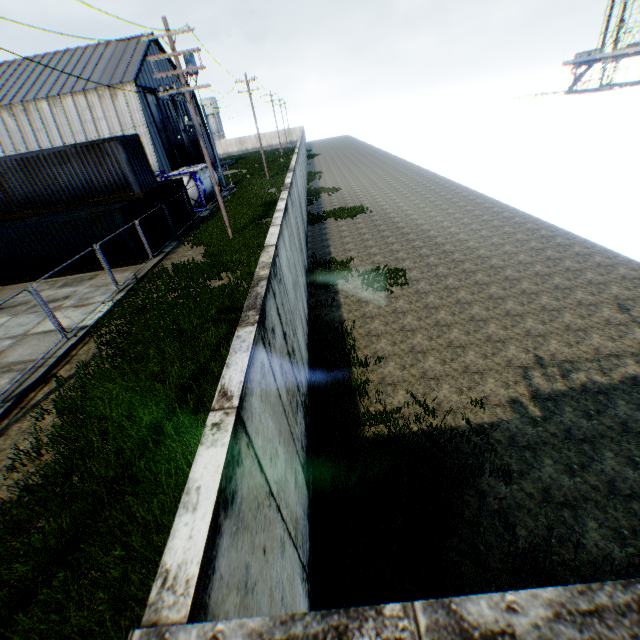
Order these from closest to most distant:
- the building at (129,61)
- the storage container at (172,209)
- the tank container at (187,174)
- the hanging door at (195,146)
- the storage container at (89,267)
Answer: the storage container at (89,267) < the storage container at (172,209) < the tank container at (187,174) < the building at (129,61) < the hanging door at (195,146)

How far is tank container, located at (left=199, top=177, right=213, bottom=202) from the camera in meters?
28.0 m

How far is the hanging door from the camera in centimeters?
4794cm

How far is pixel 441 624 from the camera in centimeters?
128cm

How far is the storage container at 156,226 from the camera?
18.22m

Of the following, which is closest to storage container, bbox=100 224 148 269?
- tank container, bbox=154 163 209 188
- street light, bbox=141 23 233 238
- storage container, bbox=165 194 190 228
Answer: storage container, bbox=165 194 190 228

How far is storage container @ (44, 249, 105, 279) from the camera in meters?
17.2 m

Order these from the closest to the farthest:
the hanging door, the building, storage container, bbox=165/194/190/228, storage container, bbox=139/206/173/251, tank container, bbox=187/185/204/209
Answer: storage container, bbox=139/206/173/251, storage container, bbox=165/194/190/228, tank container, bbox=187/185/204/209, the building, the hanging door
